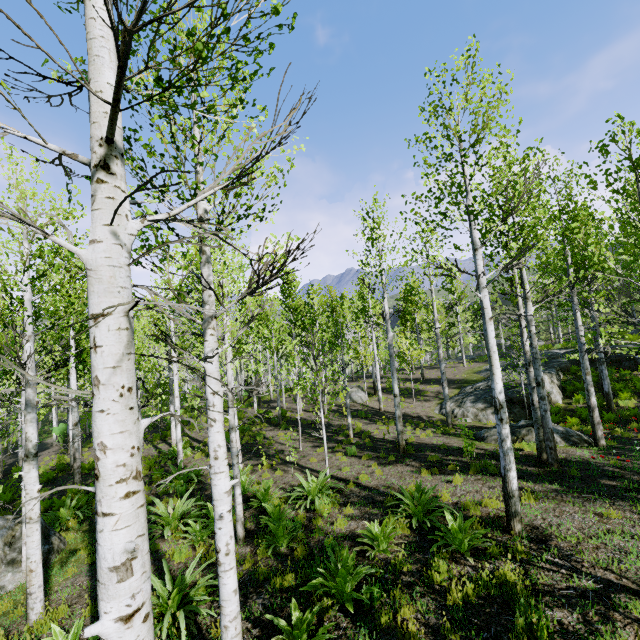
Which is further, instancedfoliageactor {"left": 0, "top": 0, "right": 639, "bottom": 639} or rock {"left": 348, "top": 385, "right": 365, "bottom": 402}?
rock {"left": 348, "top": 385, "right": 365, "bottom": 402}

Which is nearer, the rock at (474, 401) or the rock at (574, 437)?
the rock at (574, 437)

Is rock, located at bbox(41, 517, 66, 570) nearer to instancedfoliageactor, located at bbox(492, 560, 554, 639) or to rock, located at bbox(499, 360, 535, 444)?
rock, located at bbox(499, 360, 535, 444)

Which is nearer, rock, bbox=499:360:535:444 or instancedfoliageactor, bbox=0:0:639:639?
instancedfoliageactor, bbox=0:0:639:639

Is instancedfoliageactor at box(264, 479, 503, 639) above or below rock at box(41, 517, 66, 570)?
above

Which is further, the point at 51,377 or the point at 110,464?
the point at 51,377

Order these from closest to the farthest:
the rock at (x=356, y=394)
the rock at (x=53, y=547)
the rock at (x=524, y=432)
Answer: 1. the rock at (x=53, y=547)
2. the rock at (x=524, y=432)
3. the rock at (x=356, y=394)

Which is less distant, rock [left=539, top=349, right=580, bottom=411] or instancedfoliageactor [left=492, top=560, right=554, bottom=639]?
instancedfoliageactor [left=492, top=560, right=554, bottom=639]
